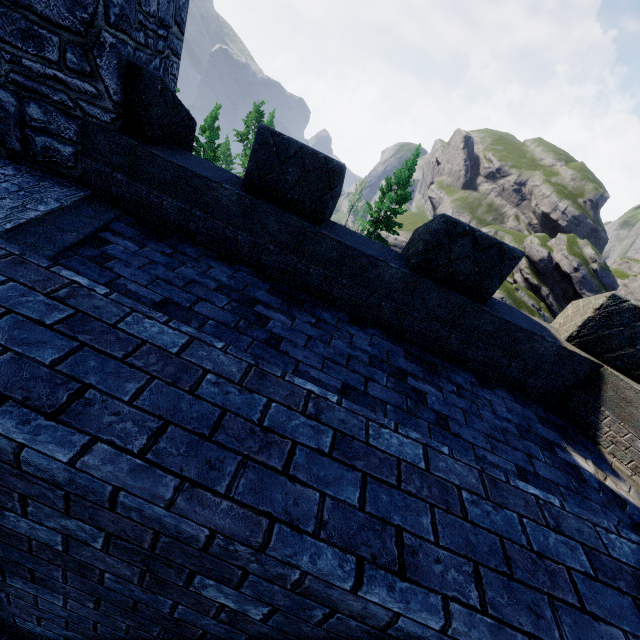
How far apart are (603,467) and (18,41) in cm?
969
